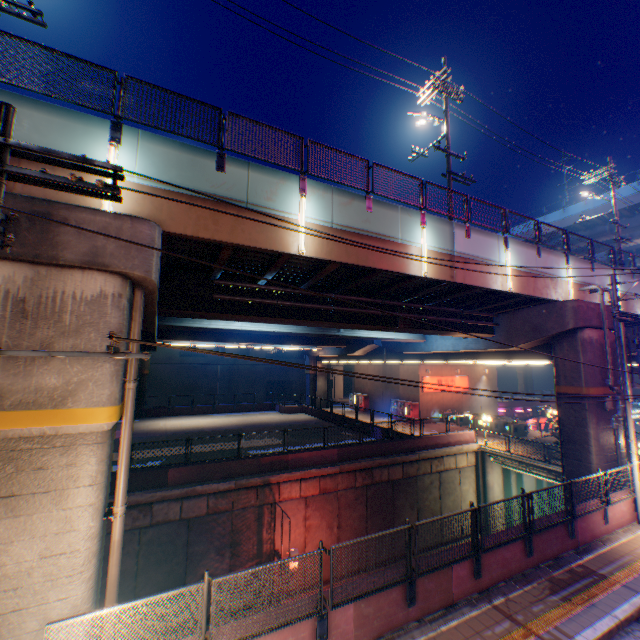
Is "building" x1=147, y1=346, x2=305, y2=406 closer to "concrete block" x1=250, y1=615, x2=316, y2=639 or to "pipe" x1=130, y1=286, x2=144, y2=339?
"pipe" x1=130, y1=286, x2=144, y2=339

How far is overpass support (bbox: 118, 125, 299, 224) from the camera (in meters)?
8.05

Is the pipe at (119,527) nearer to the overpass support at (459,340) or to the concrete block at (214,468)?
the overpass support at (459,340)

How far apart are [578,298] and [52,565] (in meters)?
22.37

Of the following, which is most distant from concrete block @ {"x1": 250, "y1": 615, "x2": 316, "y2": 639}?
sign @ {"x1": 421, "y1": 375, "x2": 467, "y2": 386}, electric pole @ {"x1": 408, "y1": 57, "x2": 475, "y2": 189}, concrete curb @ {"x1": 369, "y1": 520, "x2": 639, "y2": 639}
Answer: sign @ {"x1": 421, "y1": 375, "x2": 467, "y2": 386}

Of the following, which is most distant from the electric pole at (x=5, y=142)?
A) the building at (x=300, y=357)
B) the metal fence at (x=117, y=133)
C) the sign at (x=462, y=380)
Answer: the building at (x=300, y=357)

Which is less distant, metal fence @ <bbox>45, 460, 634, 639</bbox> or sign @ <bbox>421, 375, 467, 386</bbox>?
metal fence @ <bbox>45, 460, 634, 639</bbox>

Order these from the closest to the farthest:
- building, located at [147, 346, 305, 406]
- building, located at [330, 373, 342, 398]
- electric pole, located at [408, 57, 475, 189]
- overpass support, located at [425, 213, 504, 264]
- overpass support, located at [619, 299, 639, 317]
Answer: overpass support, located at [425, 213, 504, 264] < electric pole, located at [408, 57, 475, 189] < overpass support, located at [619, 299, 639, 317] < building, located at [147, 346, 305, 406] < building, located at [330, 373, 342, 398]
